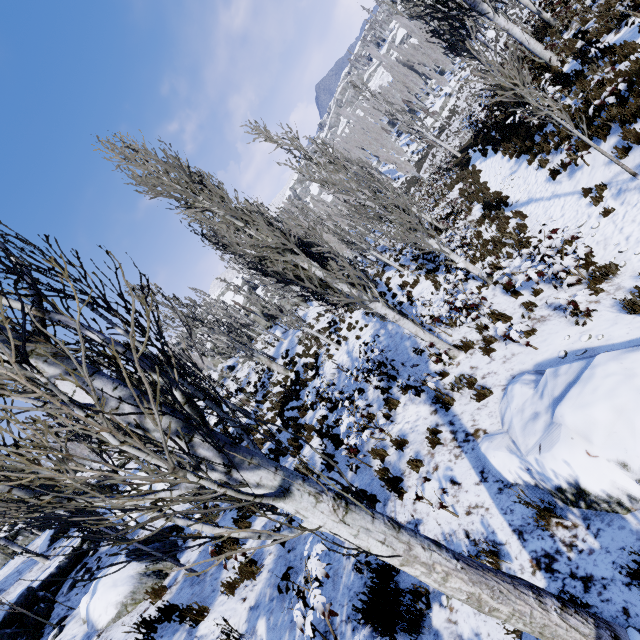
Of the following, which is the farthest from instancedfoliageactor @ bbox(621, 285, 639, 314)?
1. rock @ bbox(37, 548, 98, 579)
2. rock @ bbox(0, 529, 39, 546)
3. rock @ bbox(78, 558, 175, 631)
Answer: rock @ bbox(0, 529, 39, 546)

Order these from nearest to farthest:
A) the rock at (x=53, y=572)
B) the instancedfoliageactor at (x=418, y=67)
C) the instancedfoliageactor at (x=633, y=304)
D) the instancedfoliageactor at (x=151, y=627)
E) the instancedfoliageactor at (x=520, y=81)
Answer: the instancedfoliageactor at (x=633, y=304)
the instancedfoliageactor at (x=151, y=627)
the instancedfoliageactor at (x=520, y=81)
the rock at (x=53, y=572)
the instancedfoliageactor at (x=418, y=67)

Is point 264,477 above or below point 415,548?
above

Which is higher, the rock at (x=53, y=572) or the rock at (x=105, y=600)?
the rock at (x=53, y=572)

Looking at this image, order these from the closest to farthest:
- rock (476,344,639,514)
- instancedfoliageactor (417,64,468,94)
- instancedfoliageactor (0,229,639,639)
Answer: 1. instancedfoliageactor (0,229,639,639)
2. rock (476,344,639,514)
3. instancedfoliageactor (417,64,468,94)

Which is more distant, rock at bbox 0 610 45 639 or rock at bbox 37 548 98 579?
rock at bbox 37 548 98 579

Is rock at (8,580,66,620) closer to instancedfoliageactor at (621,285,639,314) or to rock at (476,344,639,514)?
instancedfoliageactor at (621,285,639,314)

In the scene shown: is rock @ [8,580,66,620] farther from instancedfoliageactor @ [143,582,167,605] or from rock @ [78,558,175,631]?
rock @ [78,558,175,631]
